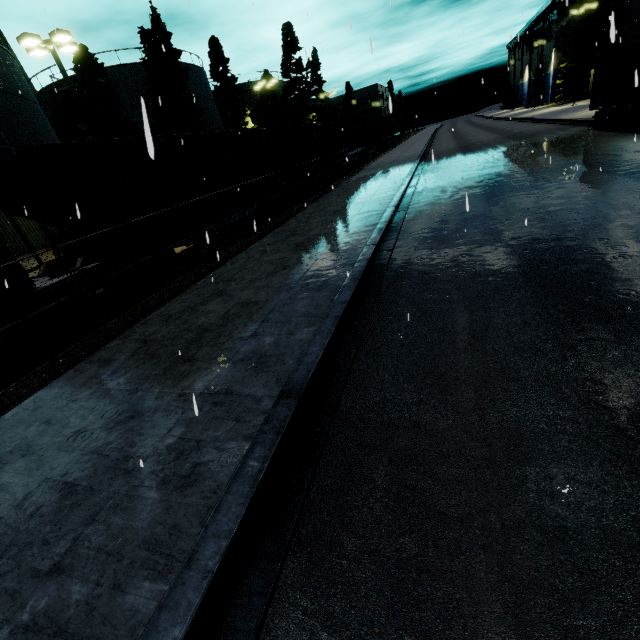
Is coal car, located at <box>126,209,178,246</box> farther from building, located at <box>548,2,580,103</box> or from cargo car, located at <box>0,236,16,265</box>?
building, located at <box>548,2,580,103</box>

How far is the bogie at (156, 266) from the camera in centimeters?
1034cm

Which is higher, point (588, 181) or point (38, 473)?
point (38, 473)

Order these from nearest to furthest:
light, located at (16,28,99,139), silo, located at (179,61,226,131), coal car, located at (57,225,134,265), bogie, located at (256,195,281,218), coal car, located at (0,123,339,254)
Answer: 1. coal car, located at (0,123,339,254)
2. coal car, located at (57,225,134,265)
3. light, located at (16,28,99,139)
4. bogie, located at (256,195,281,218)
5. silo, located at (179,61,226,131)

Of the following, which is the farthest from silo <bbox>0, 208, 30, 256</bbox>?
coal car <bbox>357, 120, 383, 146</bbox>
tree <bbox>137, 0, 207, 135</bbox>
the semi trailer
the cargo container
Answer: coal car <bbox>357, 120, 383, 146</bbox>

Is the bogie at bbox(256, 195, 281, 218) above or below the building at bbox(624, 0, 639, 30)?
below

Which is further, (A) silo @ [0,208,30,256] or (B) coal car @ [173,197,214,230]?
(A) silo @ [0,208,30,256]

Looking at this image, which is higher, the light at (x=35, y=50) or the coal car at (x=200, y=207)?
the light at (x=35, y=50)
